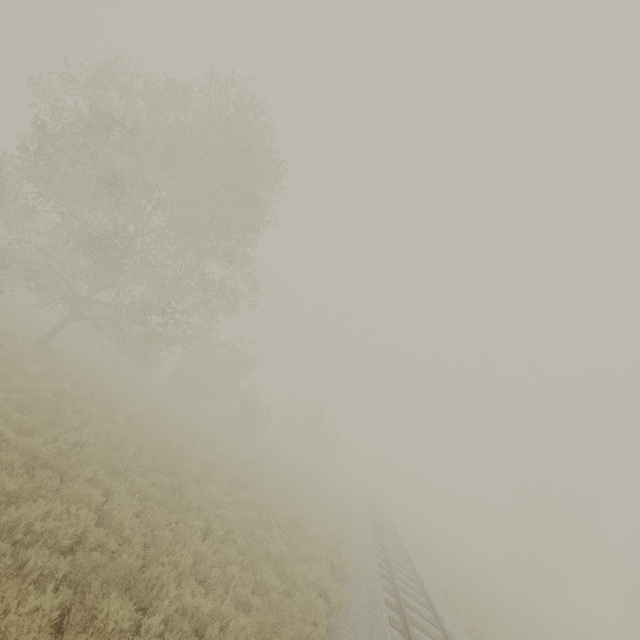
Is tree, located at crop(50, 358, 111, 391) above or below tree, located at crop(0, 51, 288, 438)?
below

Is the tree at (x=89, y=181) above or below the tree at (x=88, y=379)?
above

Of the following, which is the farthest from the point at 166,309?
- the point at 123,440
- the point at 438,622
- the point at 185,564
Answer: the point at 438,622

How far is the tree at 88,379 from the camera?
13.8m

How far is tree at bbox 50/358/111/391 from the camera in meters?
13.8 m
